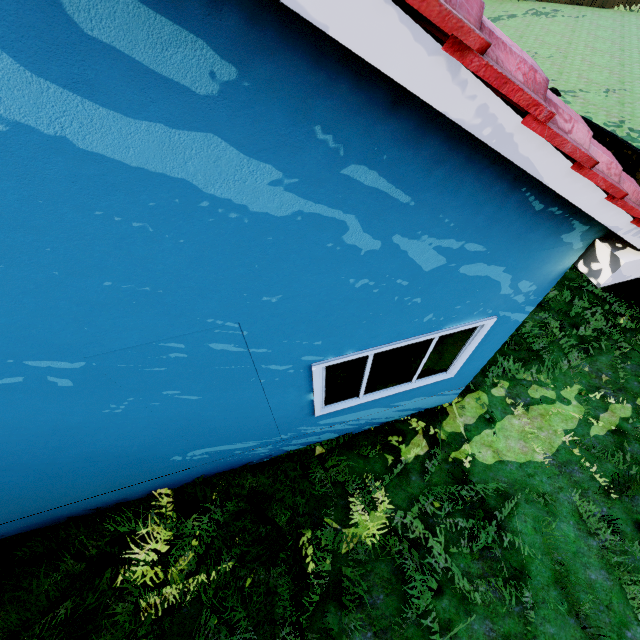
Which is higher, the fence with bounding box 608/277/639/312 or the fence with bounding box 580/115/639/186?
the fence with bounding box 580/115/639/186

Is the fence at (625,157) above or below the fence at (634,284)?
above

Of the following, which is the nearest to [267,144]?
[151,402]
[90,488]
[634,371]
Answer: [151,402]
